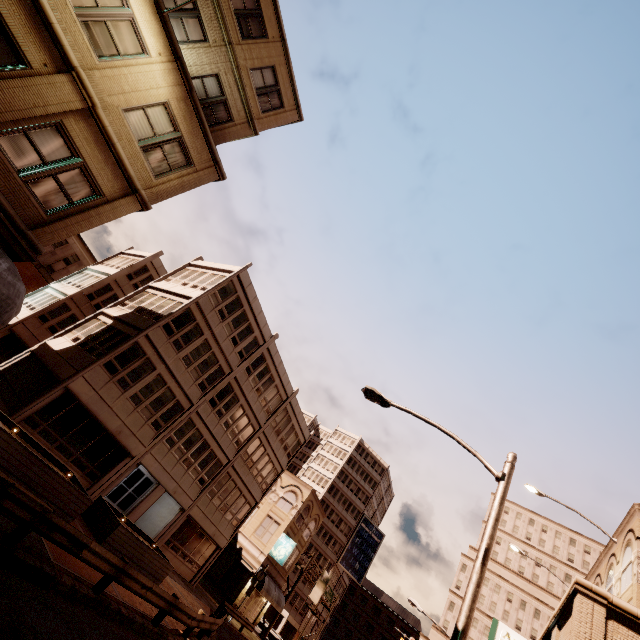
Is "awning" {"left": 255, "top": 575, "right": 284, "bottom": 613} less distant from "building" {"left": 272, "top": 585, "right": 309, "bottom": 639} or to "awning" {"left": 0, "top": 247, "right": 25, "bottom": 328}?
"building" {"left": 272, "top": 585, "right": 309, "bottom": 639}

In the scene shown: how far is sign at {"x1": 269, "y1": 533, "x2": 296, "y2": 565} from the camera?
32.6 meters

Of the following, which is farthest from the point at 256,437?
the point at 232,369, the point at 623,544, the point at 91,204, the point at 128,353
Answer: the point at 623,544

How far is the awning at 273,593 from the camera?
31.2m

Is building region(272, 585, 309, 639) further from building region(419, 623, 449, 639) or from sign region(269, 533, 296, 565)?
sign region(269, 533, 296, 565)

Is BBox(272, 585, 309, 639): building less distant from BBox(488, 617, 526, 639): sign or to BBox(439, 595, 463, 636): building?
BBox(439, 595, 463, 636): building

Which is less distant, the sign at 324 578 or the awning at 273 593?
the awning at 273 593

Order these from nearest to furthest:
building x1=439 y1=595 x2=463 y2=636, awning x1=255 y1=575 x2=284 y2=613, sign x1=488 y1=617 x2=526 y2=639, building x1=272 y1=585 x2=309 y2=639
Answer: sign x1=488 y1=617 x2=526 y2=639 → awning x1=255 y1=575 x2=284 y2=613 → building x1=272 y1=585 x2=309 y2=639 → building x1=439 y1=595 x2=463 y2=636
